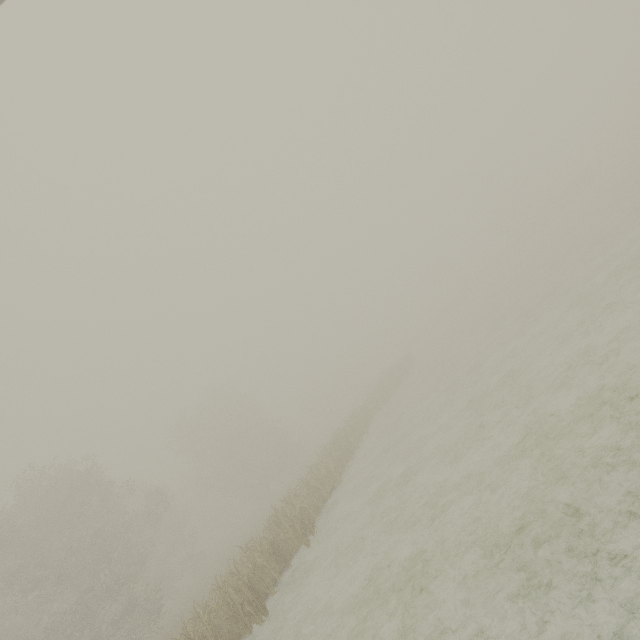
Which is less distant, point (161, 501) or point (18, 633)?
point (18, 633)
